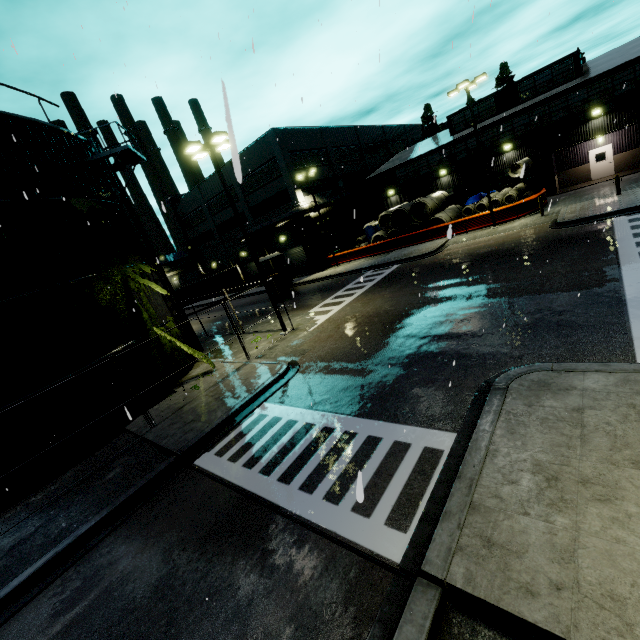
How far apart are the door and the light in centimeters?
3050cm

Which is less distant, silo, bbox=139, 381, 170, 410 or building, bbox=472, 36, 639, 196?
silo, bbox=139, 381, 170, 410

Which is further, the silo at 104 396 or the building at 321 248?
the building at 321 248

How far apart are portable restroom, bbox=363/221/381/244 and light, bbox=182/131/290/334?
22.68m

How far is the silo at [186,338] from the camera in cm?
1747

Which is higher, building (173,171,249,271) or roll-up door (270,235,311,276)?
building (173,171,249,271)

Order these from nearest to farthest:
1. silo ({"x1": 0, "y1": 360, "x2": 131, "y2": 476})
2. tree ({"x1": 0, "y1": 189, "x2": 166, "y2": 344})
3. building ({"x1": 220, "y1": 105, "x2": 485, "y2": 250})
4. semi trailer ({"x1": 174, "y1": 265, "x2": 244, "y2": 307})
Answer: silo ({"x1": 0, "y1": 360, "x2": 131, "y2": 476})
tree ({"x1": 0, "y1": 189, "x2": 166, "y2": 344})
building ({"x1": 220, "y1": 105, "x2": 485, "y2": 250})
semi trailer ({"x1": 174, "y1": 265, "x2": 244, "y2": 307})

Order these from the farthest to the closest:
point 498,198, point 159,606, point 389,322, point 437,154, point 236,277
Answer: point 236,277
point 437,154
point 498,198
point 389,322
point 159,606
